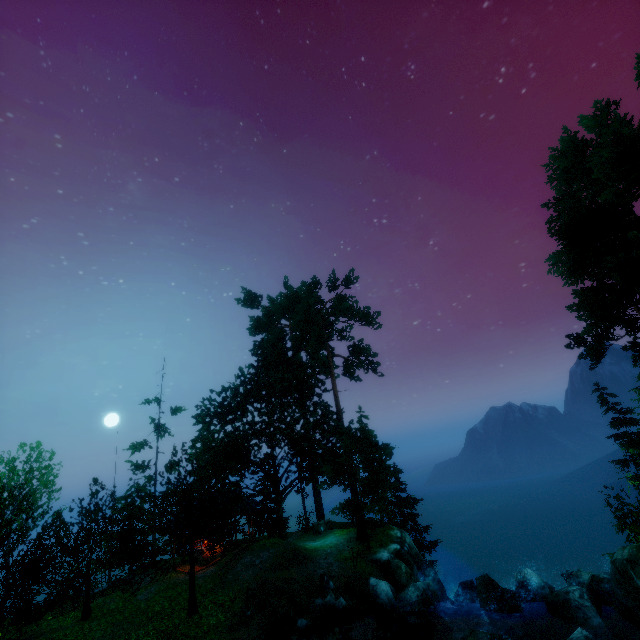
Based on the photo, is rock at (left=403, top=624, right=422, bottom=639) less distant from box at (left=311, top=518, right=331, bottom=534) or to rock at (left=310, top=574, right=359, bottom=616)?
rock at (left=310, top=574, right=359, bottom=616)

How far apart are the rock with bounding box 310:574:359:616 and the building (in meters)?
8.38

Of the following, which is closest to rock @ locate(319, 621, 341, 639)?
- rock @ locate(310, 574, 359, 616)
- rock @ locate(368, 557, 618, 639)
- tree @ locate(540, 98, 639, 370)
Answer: rock @ locate(310, 574, 359, 616)

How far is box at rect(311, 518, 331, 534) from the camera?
26.23m

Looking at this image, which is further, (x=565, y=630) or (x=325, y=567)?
(x=325, y=567)

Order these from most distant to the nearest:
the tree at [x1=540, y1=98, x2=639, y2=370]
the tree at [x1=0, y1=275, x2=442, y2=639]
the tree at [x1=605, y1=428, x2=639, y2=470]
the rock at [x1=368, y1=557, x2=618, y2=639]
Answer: the tree at [x1=605, y1=428, x2=639, y2=470]
the tree at [x1=540, y1=98, x2=639, y2=370]
the tree at [x1=0, y1=275, x2=442, y2=639]
the rock at [x1=368, y1=557, x2=618, y2=639]

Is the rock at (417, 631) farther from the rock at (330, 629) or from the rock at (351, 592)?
the rock at (351, 592)

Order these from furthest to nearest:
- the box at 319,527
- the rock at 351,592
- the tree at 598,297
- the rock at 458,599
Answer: the box at 319,527 → the tree at 598,297 → the rock at 351,592 → the rock at 458,599
